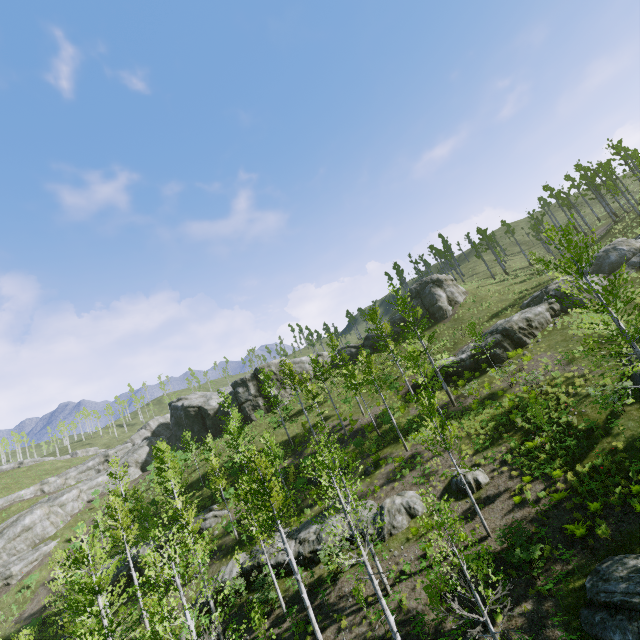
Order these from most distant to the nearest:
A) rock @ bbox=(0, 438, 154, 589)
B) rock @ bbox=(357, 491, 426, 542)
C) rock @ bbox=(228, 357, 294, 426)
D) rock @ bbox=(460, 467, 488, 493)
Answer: rock @ bbox=(228, 357, 294, 426), rock @ bbox=(0, 438, 154, 589), rock @ bbox=(357, 491, 426, 542), rock @ bbox=(460, 467, 488, 493)

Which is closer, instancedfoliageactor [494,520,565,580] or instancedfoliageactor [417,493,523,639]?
instancedfoliageactor [417,493,523,639]

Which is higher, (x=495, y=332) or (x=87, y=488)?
(x=87, y=488)

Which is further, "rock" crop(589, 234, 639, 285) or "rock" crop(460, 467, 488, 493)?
"rock" crop(589, 234, 639, 285)

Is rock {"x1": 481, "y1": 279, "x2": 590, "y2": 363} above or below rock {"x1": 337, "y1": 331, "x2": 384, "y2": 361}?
below

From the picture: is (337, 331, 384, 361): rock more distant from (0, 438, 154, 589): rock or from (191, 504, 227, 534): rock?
(0, 438, 154, 589): rock

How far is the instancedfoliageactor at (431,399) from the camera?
16.84m

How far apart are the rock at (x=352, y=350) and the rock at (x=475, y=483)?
29.6m
